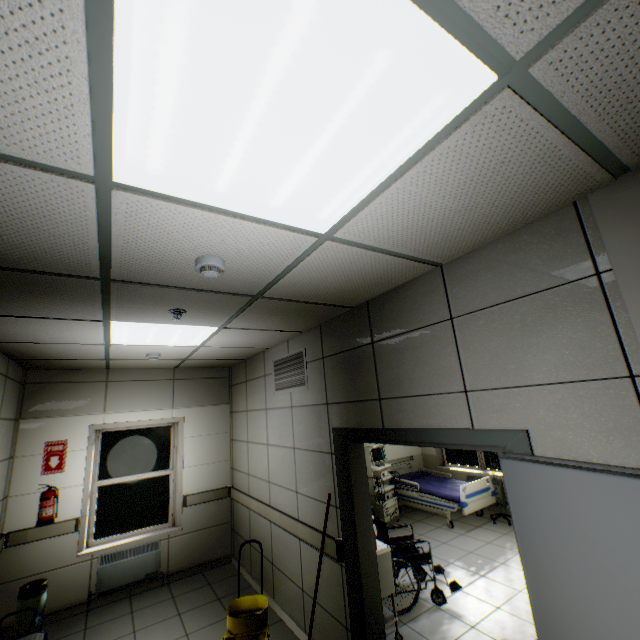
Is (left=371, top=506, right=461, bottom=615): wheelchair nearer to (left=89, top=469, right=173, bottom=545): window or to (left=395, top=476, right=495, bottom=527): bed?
(left=395, top=476, right=495, bottom=527): bed

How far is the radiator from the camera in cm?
444

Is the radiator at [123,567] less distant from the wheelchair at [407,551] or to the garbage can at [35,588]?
the garbage can at [35,588]

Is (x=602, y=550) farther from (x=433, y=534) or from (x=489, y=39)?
(x=433, y=534)

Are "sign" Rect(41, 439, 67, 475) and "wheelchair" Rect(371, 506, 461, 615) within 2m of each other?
no

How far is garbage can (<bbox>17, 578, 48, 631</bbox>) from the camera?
3.7 meters

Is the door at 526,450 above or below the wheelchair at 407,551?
above

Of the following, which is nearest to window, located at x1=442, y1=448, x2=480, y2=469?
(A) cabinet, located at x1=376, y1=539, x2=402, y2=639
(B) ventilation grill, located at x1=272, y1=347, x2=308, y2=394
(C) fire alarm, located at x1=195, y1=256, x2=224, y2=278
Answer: (A) cabinet, located at x1=376, y1=539, x2=402, y2=639
